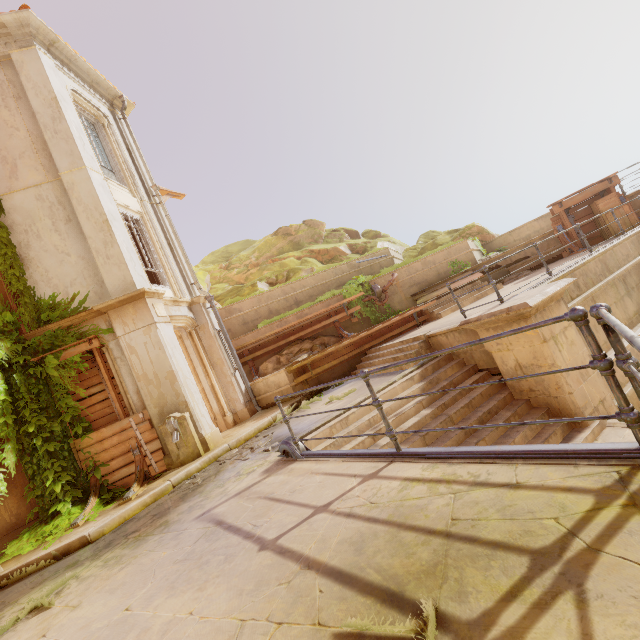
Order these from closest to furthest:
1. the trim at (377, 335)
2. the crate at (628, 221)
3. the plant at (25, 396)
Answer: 1. the plant at (25, 396)
2. the trim at (377, 335)
3. the crate at (628, 221)

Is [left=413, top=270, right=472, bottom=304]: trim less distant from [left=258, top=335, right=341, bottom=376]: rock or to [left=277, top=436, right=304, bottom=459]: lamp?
[left=258, top=335, right=341, bottom=376]: rock

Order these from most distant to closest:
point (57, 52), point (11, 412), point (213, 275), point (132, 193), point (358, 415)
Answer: point (213, 275)
point (132, 193)
point (57, 52)
point (11, 412)
point (358, 415)

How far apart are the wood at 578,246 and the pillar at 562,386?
7.1 meters

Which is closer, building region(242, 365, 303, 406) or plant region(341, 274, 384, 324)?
building region(242, 365, 303, 406)

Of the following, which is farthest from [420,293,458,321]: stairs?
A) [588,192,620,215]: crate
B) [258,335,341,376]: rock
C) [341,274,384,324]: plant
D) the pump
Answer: the pump

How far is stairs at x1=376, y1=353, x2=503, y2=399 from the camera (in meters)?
7.06

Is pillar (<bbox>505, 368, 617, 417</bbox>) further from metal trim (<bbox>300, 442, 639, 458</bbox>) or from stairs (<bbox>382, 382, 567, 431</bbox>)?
metal trim (<bbox>300, 442, 639, 458</bbox>)
